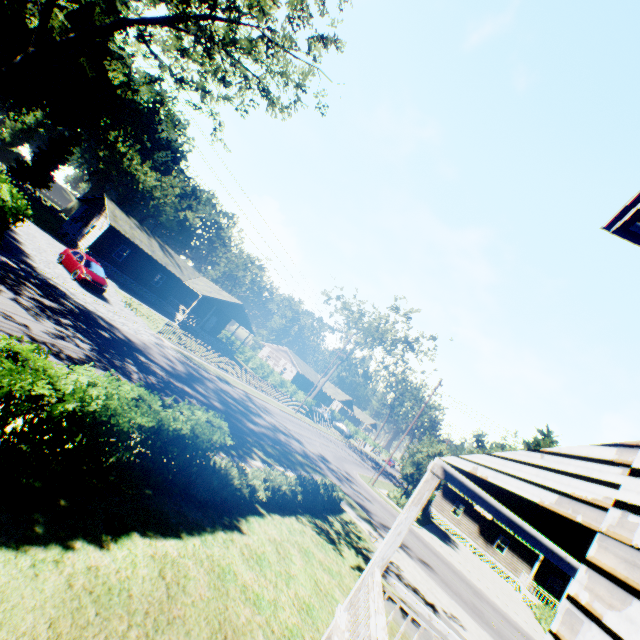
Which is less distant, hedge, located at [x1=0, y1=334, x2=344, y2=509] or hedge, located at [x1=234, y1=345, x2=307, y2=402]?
hedge, located at [x1=0, y1=334, x2=344, y2=509]

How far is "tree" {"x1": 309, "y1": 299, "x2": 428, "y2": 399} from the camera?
43.2m

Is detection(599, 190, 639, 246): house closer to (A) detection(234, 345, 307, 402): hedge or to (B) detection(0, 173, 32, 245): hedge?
(B) detection(0, 173, 32, 245): hedge

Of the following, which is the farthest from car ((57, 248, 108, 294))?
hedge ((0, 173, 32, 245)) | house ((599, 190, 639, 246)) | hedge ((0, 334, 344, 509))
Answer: house ((599, 190, 639, 246))

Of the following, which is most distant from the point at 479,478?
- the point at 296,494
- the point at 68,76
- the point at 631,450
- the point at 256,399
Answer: the point at 68,76

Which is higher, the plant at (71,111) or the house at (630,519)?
the plant at (71,111)

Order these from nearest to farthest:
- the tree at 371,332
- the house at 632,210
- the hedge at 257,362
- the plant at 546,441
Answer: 1. the house at 632,210
2. the tree at 371,332
3. the hedge at 257,362
4. the plant at 546,441

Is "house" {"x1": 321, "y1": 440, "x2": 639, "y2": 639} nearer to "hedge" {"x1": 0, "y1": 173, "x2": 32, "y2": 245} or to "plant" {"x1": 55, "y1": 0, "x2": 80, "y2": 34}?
"plant" {"x1": 55, "y1": 0, "x2": 80, "y2": 34}
